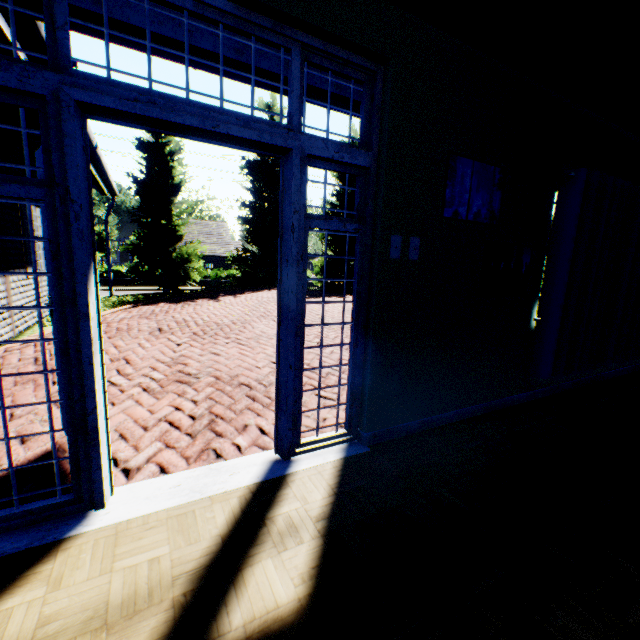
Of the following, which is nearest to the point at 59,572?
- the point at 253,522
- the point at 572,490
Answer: the point at 253,522

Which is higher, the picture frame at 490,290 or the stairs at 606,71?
the stairs at 606,71

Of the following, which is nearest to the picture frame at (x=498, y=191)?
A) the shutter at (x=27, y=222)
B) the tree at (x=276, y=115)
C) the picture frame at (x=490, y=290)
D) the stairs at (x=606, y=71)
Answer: the picture frame at (x=490, y=290)

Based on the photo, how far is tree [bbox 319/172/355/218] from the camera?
20.0 meters

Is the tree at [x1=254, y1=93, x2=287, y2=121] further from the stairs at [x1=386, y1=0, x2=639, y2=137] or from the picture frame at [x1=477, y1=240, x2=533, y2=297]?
the picture frame at [x1=477, y1=240, x2=533, y2=297]

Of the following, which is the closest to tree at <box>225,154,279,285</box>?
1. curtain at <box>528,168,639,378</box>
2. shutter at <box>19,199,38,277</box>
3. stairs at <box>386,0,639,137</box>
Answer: shutter at <box>19,199,38,277</box>

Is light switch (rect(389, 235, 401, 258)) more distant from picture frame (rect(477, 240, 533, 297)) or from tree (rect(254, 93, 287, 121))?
tree (rect(254, 93, 287, 121))
